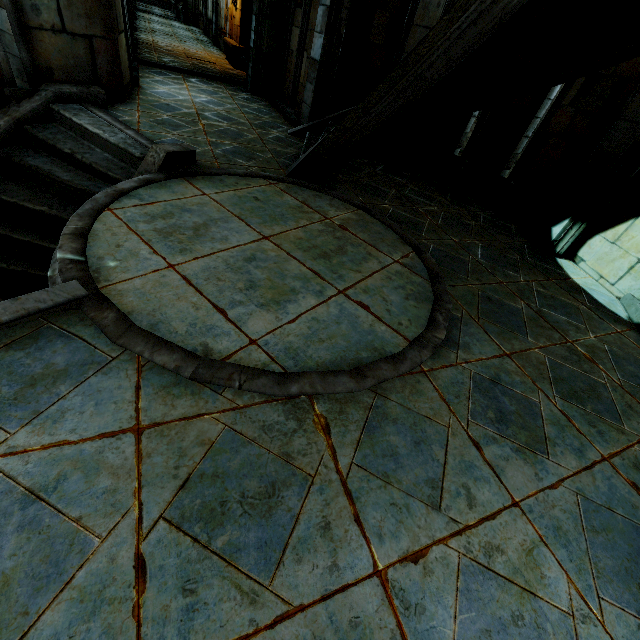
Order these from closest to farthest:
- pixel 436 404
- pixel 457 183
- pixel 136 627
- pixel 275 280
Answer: pixel 136 627
pixel 436 404
pixel 275 280
pixel 457 183
